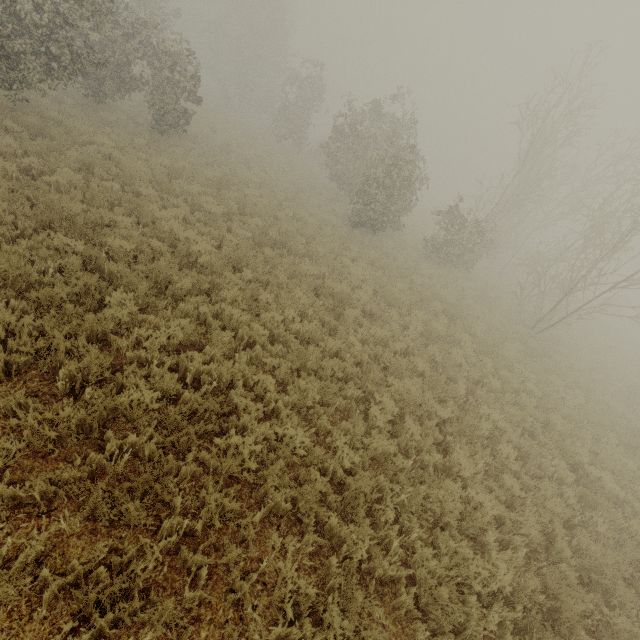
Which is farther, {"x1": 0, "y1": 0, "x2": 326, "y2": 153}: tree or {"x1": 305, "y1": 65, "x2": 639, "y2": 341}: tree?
{"x1": 305, "y1": 65, "x2": 639, "y2": 341}: tree

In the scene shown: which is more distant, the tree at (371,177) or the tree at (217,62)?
the tree at (371,177)

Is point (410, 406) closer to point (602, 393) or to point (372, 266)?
point (372, 266)
